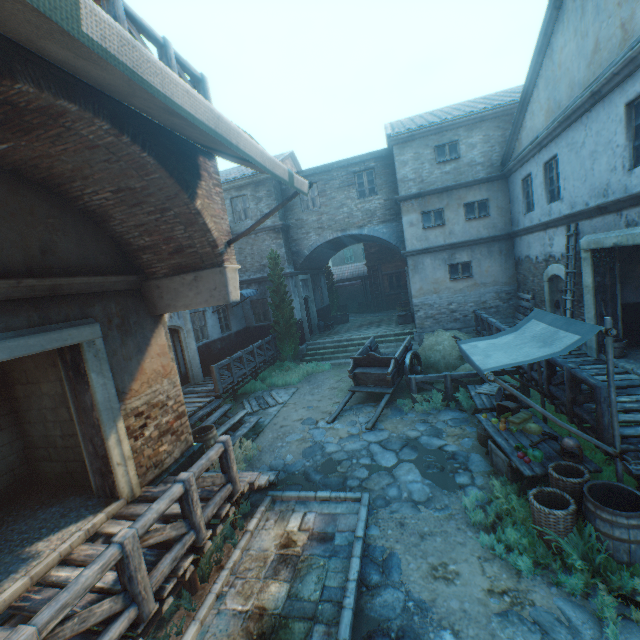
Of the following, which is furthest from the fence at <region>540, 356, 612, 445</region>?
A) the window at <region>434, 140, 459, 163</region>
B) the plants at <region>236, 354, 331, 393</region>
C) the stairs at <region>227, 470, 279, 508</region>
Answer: the window at <region>434, 140, 459, 163</region>

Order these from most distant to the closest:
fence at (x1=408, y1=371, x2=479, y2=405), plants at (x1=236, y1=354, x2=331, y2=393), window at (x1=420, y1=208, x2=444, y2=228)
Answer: window at (x1=420, y1=208, x2=444, y2=228) → plants at (x1=236, y1=354, x2=331, y2=393) → fence at (x1=408, y1=371, x2=479, y2=405)

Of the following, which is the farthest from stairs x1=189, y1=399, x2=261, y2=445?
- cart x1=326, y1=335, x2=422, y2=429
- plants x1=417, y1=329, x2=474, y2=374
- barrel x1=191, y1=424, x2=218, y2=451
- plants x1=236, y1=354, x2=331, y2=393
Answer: plants x1=417, y1=329, x2=474, y2=374

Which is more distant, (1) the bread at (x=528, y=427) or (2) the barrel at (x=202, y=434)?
(2) the barrel at (x=202, y=434)

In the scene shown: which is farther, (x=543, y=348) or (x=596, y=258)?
(x=596, y=258)

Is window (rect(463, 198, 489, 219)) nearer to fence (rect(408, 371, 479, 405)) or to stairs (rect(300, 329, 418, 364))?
fence (rect(408, 371, 479, 405))

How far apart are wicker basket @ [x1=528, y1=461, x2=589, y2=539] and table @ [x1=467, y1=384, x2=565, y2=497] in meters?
0.0 m

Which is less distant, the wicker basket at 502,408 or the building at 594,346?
the wicker basket at 502,408
